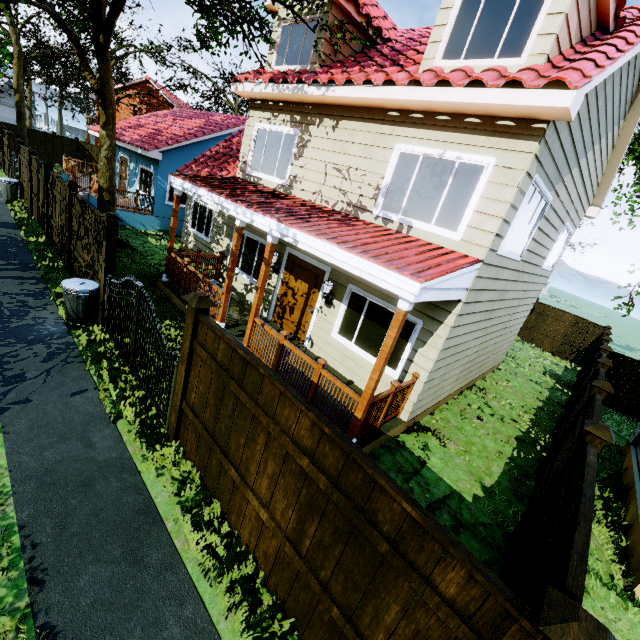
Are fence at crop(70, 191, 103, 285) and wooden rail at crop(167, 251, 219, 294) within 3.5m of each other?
yes

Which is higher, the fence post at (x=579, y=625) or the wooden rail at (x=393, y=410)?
the fence post at (x=579, y=625)

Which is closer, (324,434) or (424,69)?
(324,434)

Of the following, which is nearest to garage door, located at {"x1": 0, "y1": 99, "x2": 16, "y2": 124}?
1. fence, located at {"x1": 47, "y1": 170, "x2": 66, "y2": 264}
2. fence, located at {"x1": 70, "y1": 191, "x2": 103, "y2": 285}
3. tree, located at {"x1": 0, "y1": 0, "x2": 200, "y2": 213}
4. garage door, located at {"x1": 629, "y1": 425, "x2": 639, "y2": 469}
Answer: tree, located at {"x1": 0, "y1": 0, "x2": 200, "y2": 213}

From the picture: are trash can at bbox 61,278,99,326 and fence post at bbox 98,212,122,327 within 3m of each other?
yes

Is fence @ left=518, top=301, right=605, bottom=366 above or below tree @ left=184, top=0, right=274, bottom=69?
below

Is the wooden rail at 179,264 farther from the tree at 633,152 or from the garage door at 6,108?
the garage door at 6,108

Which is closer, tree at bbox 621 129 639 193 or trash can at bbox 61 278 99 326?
trash can at bbox 61 278 99 326
